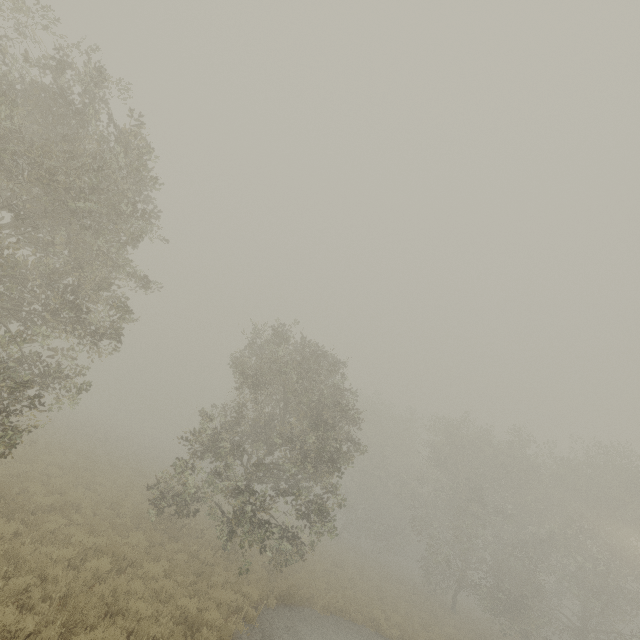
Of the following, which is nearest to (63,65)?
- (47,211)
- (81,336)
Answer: (47,211)
